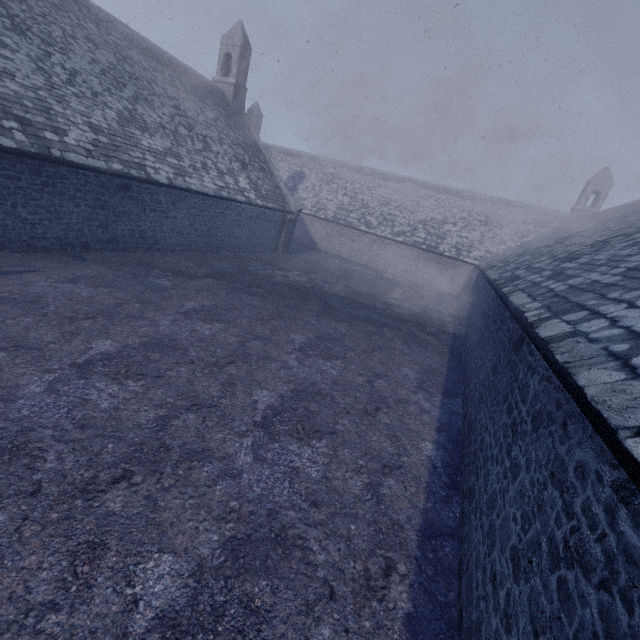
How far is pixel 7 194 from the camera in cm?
888
